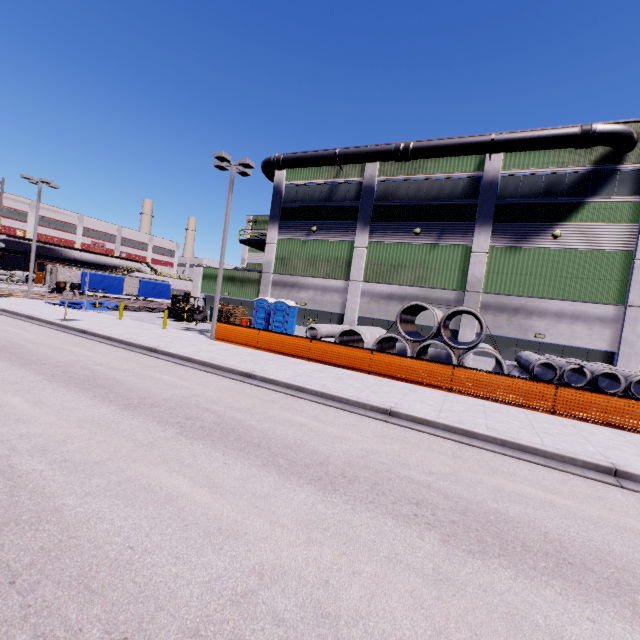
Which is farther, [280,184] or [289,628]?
[280,184]

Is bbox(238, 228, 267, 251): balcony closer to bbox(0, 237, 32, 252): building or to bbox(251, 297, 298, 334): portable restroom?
bbox(0, 237, 32, 252): building

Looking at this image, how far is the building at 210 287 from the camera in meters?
30.0

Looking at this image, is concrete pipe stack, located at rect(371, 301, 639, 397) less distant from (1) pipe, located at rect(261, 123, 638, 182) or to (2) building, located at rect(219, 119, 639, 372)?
(2) building, located at rect(219, 119, 639, 372)

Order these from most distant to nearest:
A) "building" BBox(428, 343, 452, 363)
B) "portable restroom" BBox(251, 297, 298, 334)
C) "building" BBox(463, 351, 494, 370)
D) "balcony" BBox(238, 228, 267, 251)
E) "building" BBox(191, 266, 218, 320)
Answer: "building" BBox(191, 266, 218, 320) → "balcony" BBox(238, 228, 267, 251) → "portable restroom" BBox(251, 297, 298, 334) → "building" BBox(428, 343, 452, 363) → "building" BBox(463, 351, 494, 370)

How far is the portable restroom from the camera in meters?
24.3

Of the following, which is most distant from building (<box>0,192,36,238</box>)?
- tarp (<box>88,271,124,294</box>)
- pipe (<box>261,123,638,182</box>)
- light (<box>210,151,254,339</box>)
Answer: light (<box>210,151,254,339</box>)

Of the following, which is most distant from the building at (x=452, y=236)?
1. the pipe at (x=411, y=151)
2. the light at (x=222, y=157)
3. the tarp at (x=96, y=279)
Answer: the light at (x=222, y=157)
